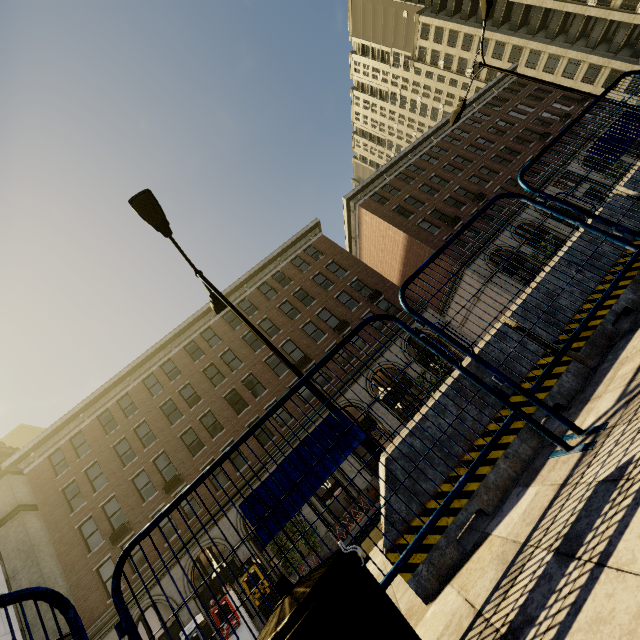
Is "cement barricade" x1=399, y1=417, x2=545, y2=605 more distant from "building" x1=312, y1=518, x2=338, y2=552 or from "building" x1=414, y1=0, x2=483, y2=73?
"building" x1=414, y1=0, x2=483, y2=73

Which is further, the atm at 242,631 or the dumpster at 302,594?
the atm at 242,631

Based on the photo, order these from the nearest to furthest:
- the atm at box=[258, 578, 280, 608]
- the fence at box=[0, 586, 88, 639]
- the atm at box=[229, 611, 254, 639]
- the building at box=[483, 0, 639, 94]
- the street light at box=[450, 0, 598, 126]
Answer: the fence at box=[0, 586, 88, 639], the street light at box=[450, 0, 598, 126], the atm at box=[229, 611, 254, 639], the atm at box=[258, 578, 280, 608], the building at box=[483, 0, 639, 94]

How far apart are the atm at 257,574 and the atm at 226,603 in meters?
0.9 m

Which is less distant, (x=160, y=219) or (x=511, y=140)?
(x=160, y=219)

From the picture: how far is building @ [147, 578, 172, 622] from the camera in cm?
1858

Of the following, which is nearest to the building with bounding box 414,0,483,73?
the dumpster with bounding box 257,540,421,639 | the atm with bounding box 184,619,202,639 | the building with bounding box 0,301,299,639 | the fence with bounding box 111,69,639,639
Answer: the building with bounding box 0,301,299,639

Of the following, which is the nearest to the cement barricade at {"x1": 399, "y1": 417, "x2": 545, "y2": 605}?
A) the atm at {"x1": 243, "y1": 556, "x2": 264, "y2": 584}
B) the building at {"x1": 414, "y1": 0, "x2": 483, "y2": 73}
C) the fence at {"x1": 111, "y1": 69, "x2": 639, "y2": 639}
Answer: the fence at {"x1": 111, "y1": 69, "x2": 639, "y2": 639}
